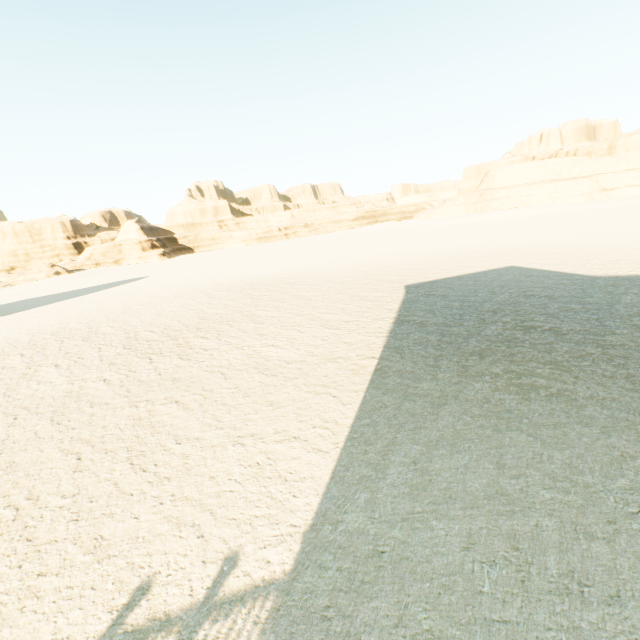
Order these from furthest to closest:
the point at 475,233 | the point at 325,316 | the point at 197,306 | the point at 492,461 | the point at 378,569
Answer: the point at 475,233
the point at 197,306
the point at 325,316
the point at 492,461
the point at 378,569
